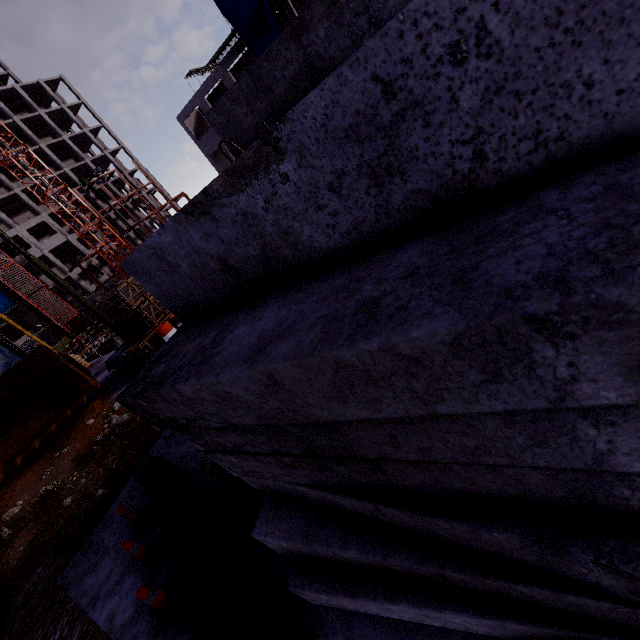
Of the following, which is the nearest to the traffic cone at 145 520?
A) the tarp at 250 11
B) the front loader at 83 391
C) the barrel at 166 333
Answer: the barrel at 166 333

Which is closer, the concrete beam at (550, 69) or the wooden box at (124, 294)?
the concrete beam at (550, 69)

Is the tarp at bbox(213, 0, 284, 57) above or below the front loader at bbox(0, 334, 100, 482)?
above

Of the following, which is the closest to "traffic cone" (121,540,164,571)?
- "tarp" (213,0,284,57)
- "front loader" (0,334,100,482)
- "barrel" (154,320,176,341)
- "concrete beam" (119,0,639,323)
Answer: "concrete beam" (119,0,639,323)

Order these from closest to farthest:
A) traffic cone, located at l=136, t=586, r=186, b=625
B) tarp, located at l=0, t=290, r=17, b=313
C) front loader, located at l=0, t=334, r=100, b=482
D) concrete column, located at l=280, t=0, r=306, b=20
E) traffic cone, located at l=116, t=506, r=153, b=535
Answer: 1. traffic cone, located at l=136, t=586, r=186, b=625
2. traffic cone, located at l=116, t=506, r=153, b=535
3. front loader, located at l=0, t=334, r=100, b=482
4. concrete column, located at l=280, t=0, r=306, b=20
5. tarp, located at l=0, t=290, r=17, b=313

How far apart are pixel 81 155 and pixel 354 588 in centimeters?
6919cm

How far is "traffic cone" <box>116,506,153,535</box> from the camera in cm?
470

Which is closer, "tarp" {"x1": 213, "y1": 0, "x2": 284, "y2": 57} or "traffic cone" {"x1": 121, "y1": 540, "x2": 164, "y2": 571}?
"traffic cone" {"x1": 121, "y1": 540, "x2": 164, "y2": 571}
